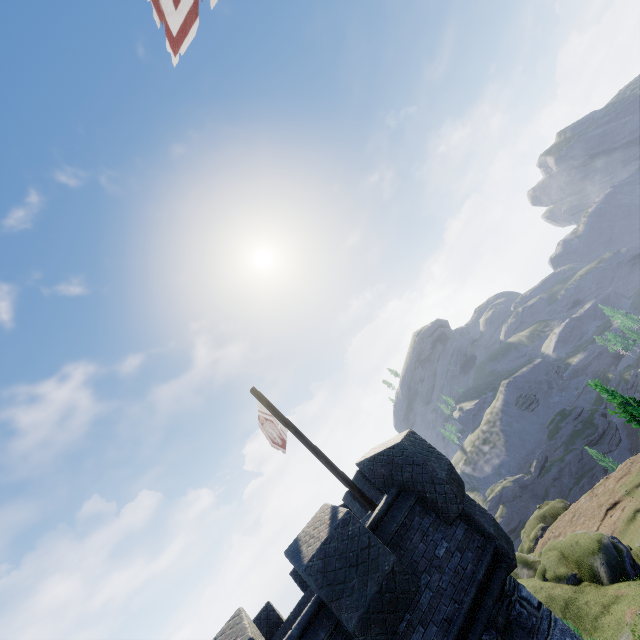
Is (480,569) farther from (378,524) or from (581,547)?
(581,547)

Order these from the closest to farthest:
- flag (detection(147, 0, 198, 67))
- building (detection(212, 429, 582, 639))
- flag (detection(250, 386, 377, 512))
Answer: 1. flag (detection(147, 0, 198, 67))
2. building (detection(212, 429, 582, 639))
3. flag (detection(250, 386, 377, 512))

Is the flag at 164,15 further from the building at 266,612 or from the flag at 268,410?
the flag at 268,410

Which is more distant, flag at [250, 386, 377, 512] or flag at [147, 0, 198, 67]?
flag at [250, 386, 377, 512]

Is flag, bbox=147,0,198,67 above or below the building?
above

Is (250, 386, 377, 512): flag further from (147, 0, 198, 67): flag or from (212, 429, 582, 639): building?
(147, 0, 198, 67): flag

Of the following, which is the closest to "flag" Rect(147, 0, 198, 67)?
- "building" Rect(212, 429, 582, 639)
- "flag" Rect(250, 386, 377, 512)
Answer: "building" Rect(212, 429, 582, 639)

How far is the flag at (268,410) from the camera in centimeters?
823cm
